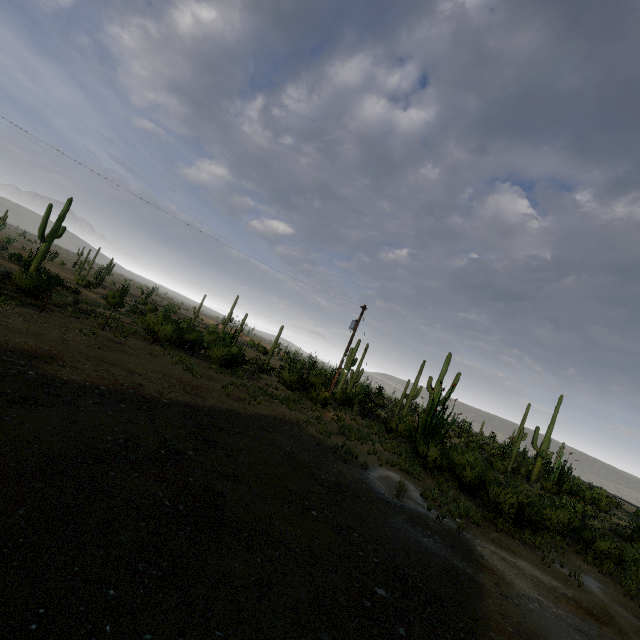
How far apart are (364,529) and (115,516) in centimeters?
530cm
